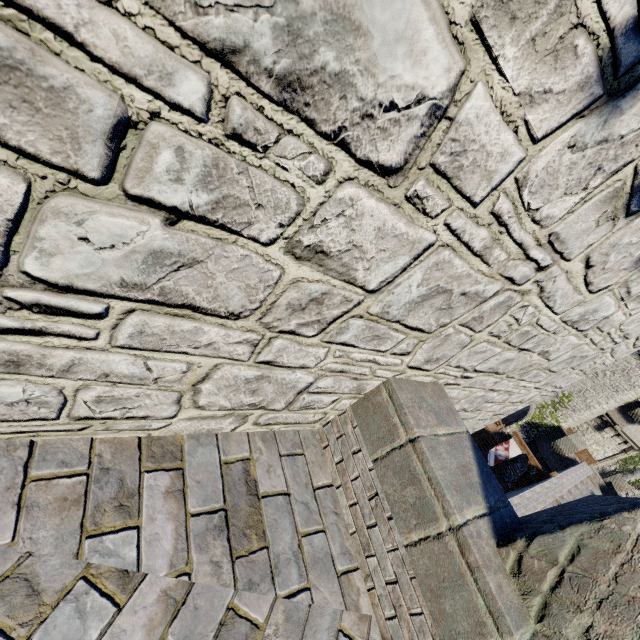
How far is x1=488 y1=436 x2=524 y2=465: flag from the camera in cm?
2320

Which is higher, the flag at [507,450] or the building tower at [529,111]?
the building tower at [529,111]

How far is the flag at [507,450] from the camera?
23.2m

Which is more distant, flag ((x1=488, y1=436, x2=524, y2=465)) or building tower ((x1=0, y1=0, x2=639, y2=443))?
flag ((x1=488, y1=436, x2=524, y2=465))

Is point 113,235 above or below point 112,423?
above

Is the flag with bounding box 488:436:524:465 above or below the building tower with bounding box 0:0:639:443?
below
